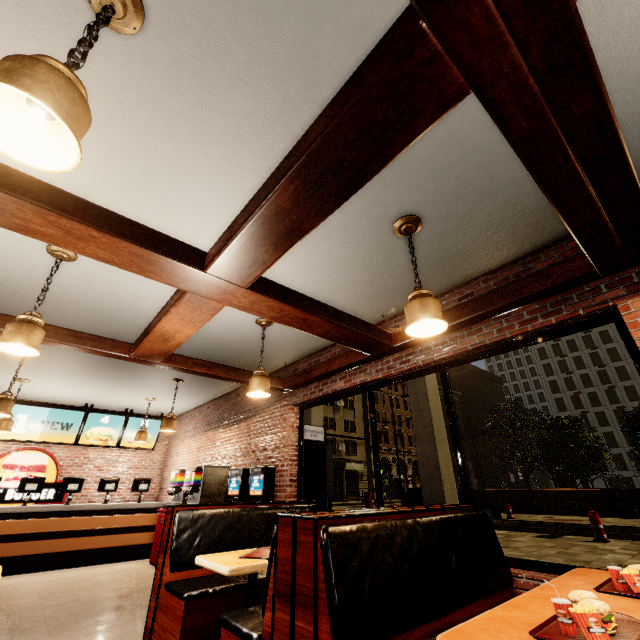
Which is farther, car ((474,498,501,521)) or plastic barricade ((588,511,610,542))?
car ((474,498,501,521))

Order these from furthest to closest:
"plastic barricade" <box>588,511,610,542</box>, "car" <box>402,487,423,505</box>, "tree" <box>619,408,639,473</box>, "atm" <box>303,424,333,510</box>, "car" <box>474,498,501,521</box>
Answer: "tree" <box>619,408,639,473</box>
"car" <box>402,487,423,505</box>
"car" <box>474,498,501,521</box>
"plastic barricade" <box>588,511,610,542</box>
"atm" <box>303,424,333,510</box>

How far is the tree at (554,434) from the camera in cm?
2070

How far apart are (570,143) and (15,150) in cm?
252

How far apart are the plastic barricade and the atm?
8.33m

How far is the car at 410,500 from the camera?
14.5m

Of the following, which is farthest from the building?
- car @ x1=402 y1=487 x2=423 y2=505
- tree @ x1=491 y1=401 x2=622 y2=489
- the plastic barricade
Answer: tree @ x1=491 y1=401 x2=622 y2=489

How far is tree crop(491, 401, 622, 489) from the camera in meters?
20.7
